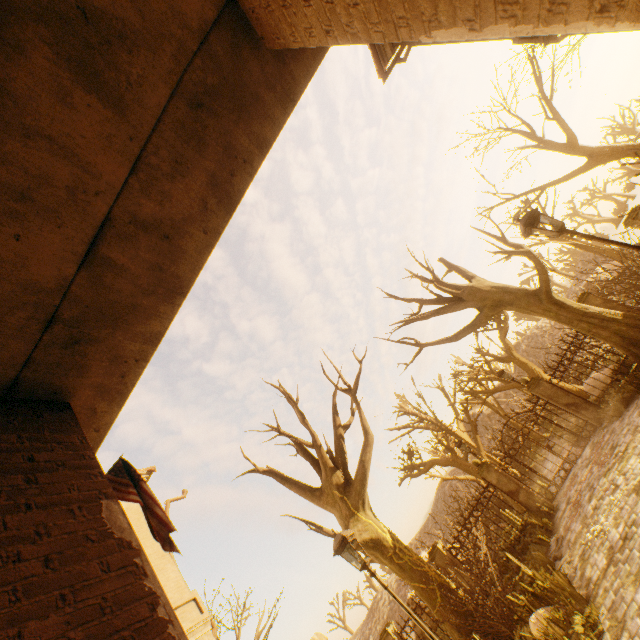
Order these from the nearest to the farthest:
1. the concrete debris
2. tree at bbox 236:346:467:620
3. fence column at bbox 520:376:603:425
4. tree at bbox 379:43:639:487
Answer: the concrete debris < tree at bbox 236:346:467:620 < tree at bbox 379:43:639:487 < fence column at bbox 520:376:603:425

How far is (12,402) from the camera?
2.3m

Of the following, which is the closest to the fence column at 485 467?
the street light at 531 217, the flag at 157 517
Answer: the street light at 531 217

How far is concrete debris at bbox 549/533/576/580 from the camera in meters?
7.2

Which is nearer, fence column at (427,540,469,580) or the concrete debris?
the concrete debris

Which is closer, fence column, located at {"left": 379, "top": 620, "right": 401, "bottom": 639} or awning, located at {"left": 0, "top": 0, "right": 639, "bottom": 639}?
awning, located at {"left": 0, "top": 0, "right": 639, "bottom": 639}

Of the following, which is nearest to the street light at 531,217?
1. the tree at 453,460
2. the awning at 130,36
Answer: Answer: the awning at 130,36

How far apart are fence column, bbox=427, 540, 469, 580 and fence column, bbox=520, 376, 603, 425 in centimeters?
732cm
